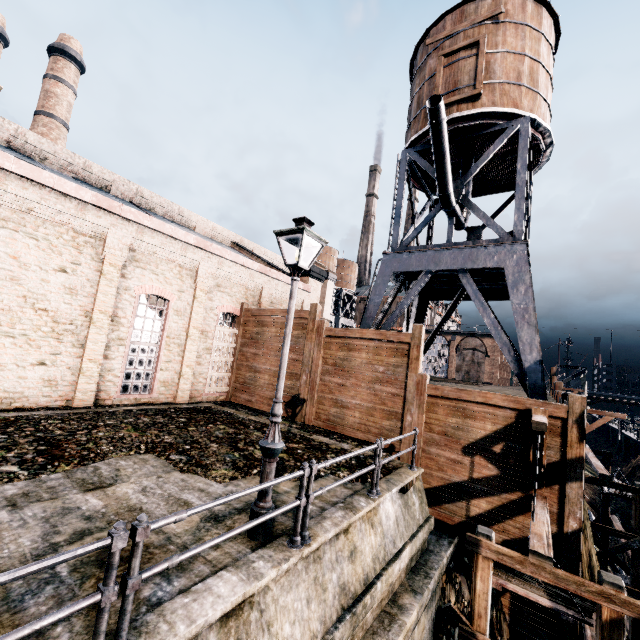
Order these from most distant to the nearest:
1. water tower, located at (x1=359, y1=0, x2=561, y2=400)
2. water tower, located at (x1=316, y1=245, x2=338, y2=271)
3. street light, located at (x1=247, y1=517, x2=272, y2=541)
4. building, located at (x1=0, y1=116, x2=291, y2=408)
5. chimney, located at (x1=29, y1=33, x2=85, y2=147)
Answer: water tower, located at (x1=316, y1=245, x2=338, y2=271), chimney, located at (x1=29, y1=33, x2=85, y2=147), water tower, located at (x1=359, y1=0, x2=561, y2=400), building, located at (x1=0, y1=116, x2=291, y2=408), street light, located at (x1=247, y1=517, x2=272, y2=541)

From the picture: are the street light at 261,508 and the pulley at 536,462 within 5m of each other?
no

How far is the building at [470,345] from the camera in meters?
53.8

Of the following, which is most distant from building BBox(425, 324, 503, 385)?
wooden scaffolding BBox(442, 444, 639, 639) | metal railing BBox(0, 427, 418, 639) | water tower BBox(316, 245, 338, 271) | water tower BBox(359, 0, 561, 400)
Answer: metal railing BBox(0, 427, 418, 639)

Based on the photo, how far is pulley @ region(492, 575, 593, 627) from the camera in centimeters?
667cm

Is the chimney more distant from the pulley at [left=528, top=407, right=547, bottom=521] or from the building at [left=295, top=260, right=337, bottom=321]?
the pulley at [left=528, top=407, right=547, bottom=521]

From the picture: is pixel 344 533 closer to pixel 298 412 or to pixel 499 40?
pixel 298 412

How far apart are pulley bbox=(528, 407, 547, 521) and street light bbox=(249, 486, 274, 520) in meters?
6.3 m
